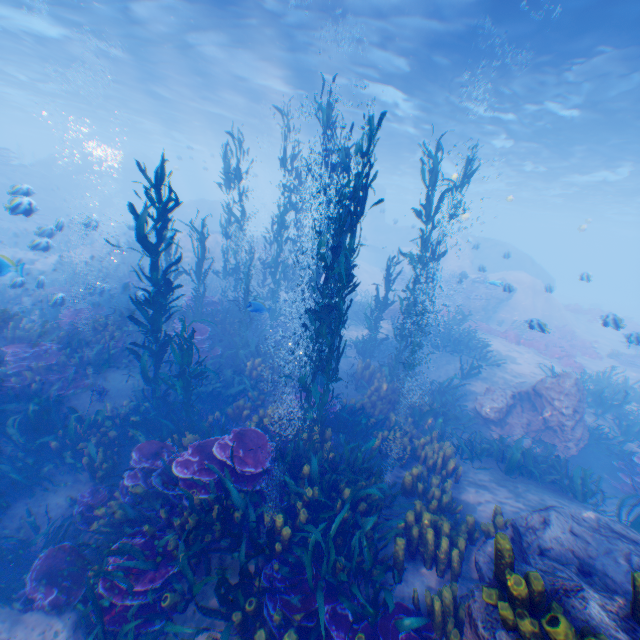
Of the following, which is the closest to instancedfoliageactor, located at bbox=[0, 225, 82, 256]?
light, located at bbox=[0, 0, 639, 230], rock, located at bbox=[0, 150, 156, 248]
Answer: rock, located at bbox=[0, 150, 156, 248]

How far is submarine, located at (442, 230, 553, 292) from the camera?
17.97m

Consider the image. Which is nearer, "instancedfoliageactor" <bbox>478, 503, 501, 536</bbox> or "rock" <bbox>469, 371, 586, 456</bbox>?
"instancedfoliageactor" <bbox>478, 503, 501, 536</bbox>

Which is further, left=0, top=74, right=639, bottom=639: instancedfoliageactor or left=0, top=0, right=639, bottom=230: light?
left=0, top=0, right=639, bottom=230: light

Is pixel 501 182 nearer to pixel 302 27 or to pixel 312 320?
pixel 302 27

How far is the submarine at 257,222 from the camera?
47.5m

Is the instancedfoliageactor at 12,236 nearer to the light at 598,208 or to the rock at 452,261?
the rock at 452,261
